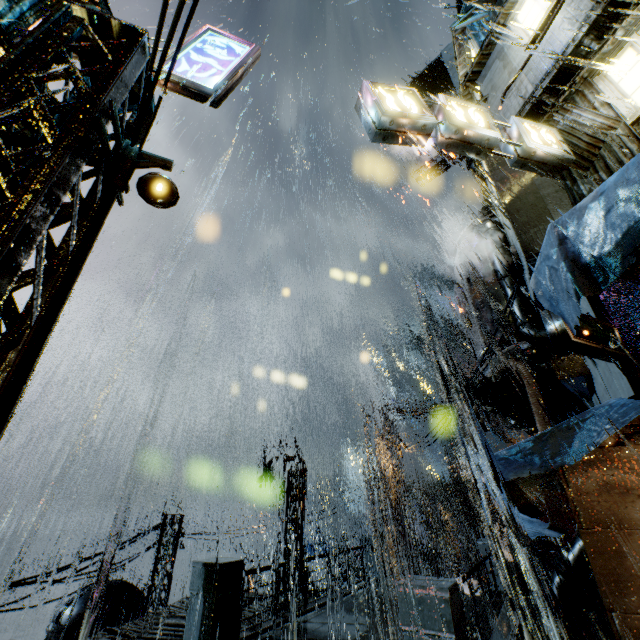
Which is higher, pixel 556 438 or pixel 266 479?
pixel 266 479

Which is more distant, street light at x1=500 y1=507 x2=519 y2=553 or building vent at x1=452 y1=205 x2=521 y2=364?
street light at x1=500 y1=507 x2=519 y2=553

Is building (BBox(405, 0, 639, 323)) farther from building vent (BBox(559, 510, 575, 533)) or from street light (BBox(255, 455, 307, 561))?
building vent (BBox(559, 510, 575, 533))

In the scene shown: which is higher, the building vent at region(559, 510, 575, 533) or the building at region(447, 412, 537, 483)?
the building at region(447, 412, 537, 483)

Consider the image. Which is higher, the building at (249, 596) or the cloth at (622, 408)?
the cloth at (622, 408)

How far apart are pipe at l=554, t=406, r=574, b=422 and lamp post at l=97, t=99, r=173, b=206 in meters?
17.4 m

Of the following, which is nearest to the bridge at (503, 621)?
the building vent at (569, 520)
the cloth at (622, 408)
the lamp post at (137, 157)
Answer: the cloth at (622, 408)

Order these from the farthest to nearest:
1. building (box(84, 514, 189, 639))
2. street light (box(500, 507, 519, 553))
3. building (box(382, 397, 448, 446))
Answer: street light (box(500, 507, 519, 553)), building (box(382, 397, 448, 446)), building (box(84, 514, 189, 639))
